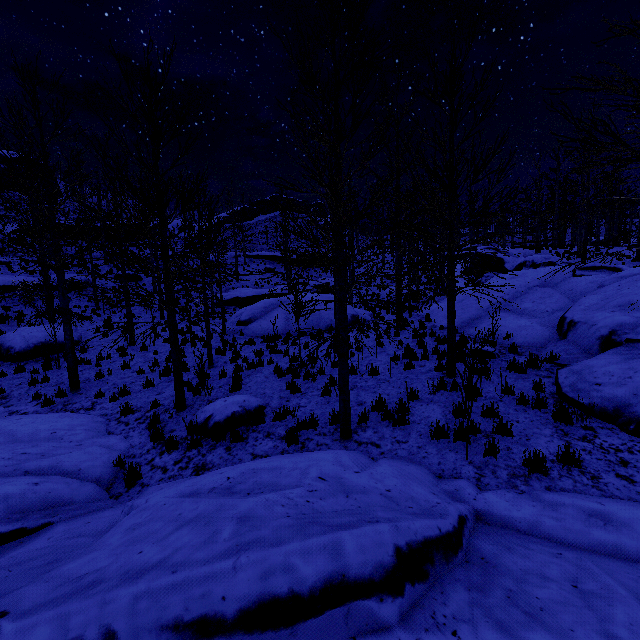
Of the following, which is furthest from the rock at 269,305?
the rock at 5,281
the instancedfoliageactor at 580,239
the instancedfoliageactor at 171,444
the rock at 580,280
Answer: the instancedfoliageactor at 580,239

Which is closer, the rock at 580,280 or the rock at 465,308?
the rock at 580,280

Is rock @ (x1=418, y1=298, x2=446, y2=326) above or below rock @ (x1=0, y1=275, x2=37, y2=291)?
below

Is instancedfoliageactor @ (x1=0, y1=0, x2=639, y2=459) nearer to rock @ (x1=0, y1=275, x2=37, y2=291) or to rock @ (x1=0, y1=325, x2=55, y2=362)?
rock @ (x1=0, y1=275, x2=37, y2=291)

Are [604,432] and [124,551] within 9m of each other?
yes

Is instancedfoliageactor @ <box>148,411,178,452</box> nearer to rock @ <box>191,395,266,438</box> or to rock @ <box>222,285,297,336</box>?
rock @ <box>191,395,266,438</box>

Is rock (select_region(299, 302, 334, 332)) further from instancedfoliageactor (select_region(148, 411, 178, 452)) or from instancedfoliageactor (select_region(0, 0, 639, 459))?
instancedfoliageactor (select_region(0, 0, 639, 459))
